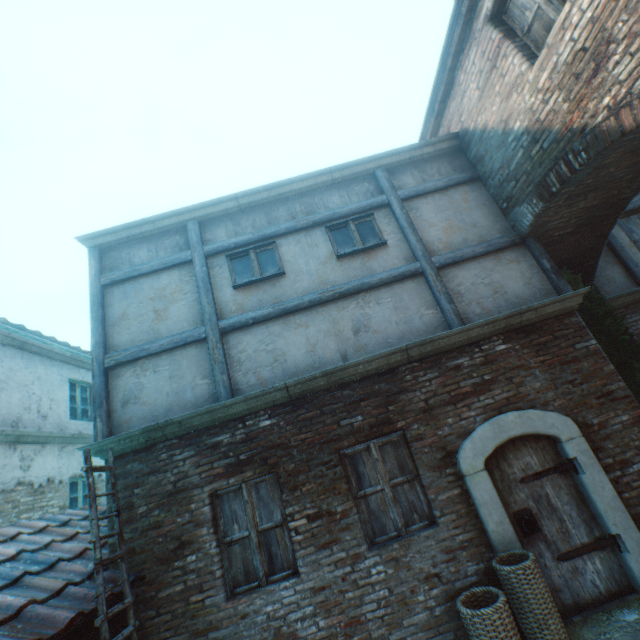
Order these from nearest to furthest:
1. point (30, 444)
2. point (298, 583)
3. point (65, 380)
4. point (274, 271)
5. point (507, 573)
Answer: point (507, 573) < point (298, 583) < point (274, 271) < point (30, 444) < point (65, 380)

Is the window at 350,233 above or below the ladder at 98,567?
above

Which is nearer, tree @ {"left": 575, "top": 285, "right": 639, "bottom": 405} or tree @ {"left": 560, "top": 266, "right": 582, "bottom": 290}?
tree @ {"left": 575, "top": 285, "right": 639, "bottom": 405}

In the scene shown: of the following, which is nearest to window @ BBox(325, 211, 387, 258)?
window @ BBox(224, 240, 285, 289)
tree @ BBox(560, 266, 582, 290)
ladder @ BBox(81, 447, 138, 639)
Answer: window @ BBox(224, 240, 285, 289)

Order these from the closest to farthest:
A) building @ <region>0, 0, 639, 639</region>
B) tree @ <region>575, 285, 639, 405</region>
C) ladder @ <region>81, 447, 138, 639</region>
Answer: ladder @ <region>81, 447, 138, 639</region>
building @ <region>0, 0, 639, 639</region>
tree @ <region>575, 285, 639, 405</region>

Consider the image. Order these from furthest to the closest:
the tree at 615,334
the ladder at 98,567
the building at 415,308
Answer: the tree at 615,334 < the building at 415,308 < the ladder at 98,567

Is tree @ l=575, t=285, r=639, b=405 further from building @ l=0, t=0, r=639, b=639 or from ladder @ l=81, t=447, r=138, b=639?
ladder @ l=81, t=447, r=138, b=639

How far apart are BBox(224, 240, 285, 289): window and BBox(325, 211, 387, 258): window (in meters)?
0.96
